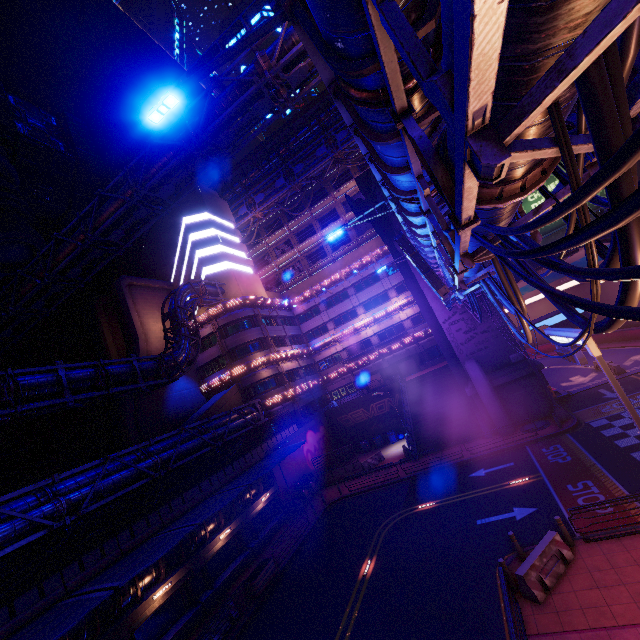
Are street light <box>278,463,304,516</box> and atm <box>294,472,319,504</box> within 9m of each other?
yes

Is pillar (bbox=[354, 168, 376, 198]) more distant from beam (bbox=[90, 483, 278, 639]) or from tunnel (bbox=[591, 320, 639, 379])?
beam (bbox=[90, 483, 278, 639])

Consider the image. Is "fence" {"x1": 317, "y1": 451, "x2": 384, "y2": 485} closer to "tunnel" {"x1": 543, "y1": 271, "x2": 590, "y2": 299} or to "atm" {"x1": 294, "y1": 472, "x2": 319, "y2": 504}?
"atm" {"x1": 294, "y1": 472, "x2": 319, "y2": 504}

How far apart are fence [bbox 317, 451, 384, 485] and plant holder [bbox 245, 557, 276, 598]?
12.7 meters

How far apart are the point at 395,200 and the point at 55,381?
22.2m

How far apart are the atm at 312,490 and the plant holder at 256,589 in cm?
937

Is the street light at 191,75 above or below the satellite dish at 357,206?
below

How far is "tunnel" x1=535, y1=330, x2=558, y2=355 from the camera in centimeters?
4625cm
